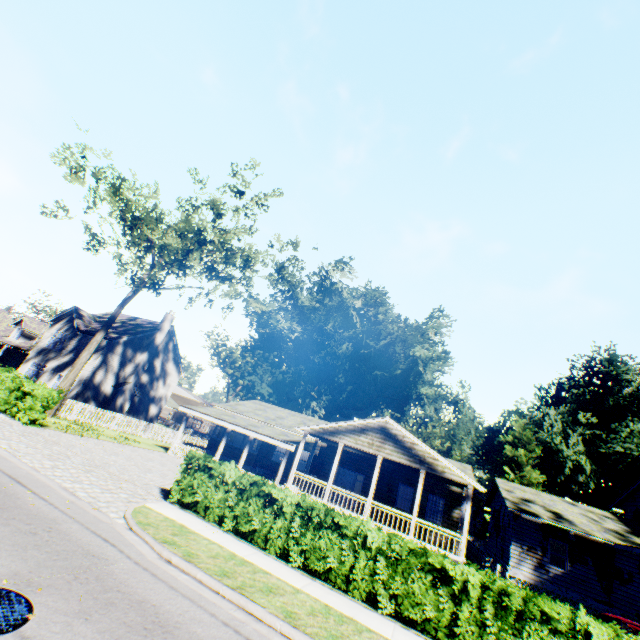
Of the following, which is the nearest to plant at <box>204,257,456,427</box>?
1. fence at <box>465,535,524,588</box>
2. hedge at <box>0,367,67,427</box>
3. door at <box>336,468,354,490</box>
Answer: fence at <box>465,535,524,588</box>

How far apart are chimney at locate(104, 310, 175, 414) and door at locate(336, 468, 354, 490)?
22.9m

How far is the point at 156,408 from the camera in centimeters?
3675cm

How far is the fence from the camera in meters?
15.0 m

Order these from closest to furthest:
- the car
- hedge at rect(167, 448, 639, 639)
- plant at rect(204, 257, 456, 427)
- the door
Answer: hedge at rect(167, 448, 639, 639), the car, the door, plant at rect(204, 257, 456, 427)

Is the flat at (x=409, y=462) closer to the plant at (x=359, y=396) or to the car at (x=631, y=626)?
the car at (x=631, y=626)

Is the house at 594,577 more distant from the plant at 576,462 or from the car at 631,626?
the car at 631,626

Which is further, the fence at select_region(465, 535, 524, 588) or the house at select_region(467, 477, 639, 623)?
the house at select_region(467, 477, 639, 623)
